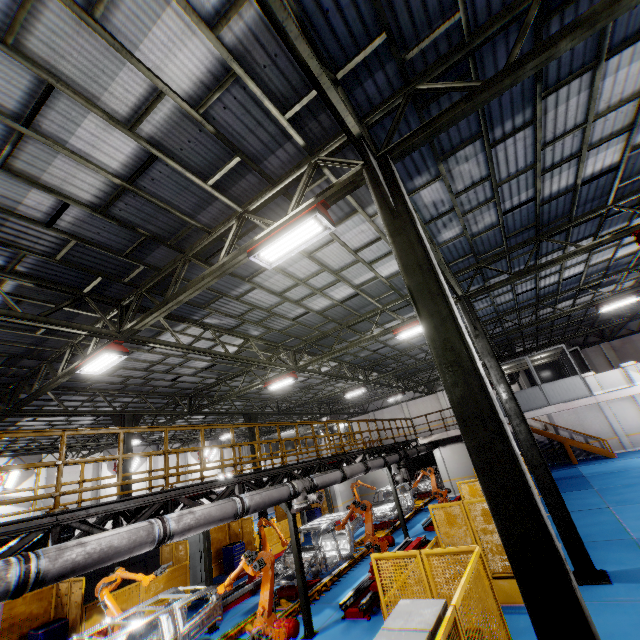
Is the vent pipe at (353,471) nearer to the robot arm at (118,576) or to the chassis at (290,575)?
the chassis at (290,575)

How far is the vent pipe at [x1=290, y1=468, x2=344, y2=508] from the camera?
9.4 meters

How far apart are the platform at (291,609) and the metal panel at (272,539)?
4.56m

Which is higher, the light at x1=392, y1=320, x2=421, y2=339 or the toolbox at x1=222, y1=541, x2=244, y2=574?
the light at x1=392, y1=320, x2=421, y2=339

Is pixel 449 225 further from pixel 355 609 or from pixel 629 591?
pixel 355 609

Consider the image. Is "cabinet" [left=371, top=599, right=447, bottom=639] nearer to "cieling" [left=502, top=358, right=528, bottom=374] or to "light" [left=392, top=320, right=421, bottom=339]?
"light" [left=392, top=320, right=421, bottom=339]

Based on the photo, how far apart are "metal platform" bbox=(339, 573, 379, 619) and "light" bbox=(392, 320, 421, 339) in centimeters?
738cm

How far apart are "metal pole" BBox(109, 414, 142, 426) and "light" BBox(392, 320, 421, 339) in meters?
12.6 m
